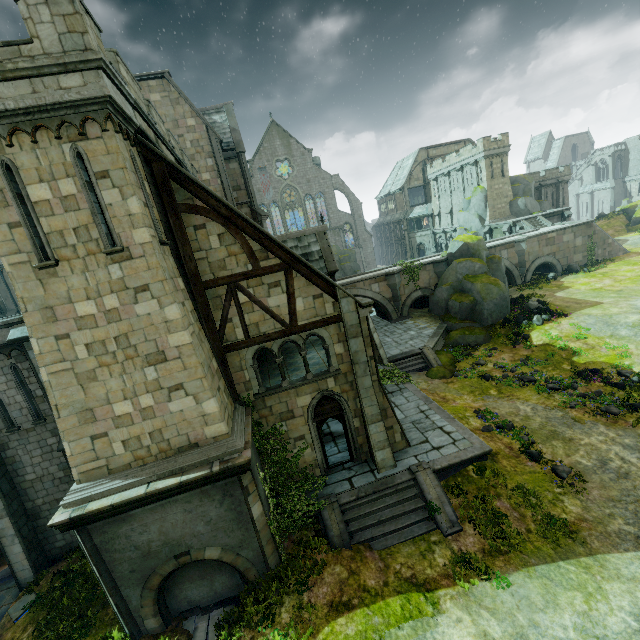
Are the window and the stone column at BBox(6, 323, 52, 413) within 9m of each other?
no

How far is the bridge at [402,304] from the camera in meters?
30.7 m

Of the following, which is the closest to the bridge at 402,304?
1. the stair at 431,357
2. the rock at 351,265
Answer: the stair at 431,357

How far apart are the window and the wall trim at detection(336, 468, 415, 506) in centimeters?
5178cm

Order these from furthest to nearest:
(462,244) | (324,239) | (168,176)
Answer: (462,244) < (324,239) < (168,176)

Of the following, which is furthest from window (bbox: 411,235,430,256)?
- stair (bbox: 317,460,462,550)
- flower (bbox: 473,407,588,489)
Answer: stair (bbox: 317,460,462,550)

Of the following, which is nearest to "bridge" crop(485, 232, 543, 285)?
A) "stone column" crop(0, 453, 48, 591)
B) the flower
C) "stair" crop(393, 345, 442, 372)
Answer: "stair" crop(393, 345, 442, 372)

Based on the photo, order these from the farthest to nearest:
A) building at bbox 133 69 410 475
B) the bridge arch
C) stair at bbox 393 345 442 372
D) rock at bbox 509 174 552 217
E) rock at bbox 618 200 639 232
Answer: rock at bbox 618 200 639 232 < rock at bbox 509 174 552 217 < the bridge arch < stair at bbox 393 345 442 372 < building at bbox 133 69 410 475
